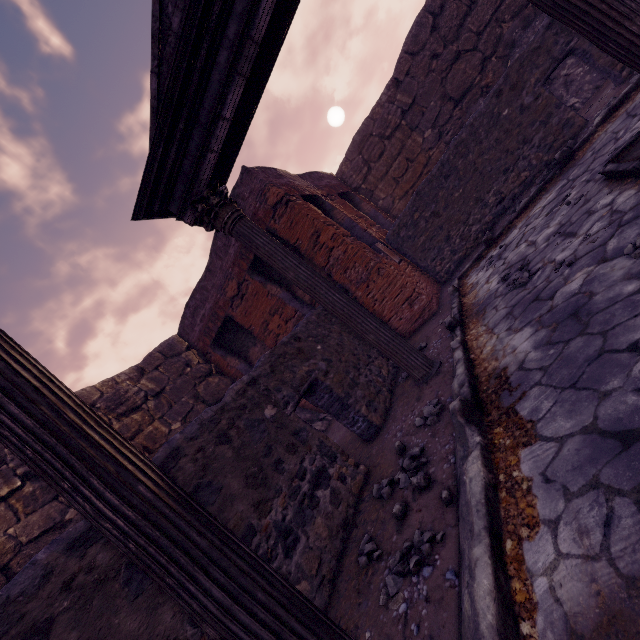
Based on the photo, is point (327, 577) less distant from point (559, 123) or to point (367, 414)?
point (367, 414)

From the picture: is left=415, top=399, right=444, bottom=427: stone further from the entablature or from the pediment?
the pediment

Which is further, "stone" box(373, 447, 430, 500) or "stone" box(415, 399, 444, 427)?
"stone" box(415, 399, 444, 427)

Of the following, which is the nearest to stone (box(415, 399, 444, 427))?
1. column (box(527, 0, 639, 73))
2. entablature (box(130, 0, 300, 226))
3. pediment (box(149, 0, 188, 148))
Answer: column (box(527, 0, 639, 73))

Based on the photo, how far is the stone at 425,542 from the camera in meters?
1.9 m

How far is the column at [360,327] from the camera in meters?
4.1

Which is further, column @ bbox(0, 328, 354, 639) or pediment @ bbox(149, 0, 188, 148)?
pediment @ bbox(149, 0, 188, 148)

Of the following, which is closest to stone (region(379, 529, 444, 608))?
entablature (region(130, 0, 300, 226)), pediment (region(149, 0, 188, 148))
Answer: entablature (region(130, 0, 300, 226))
